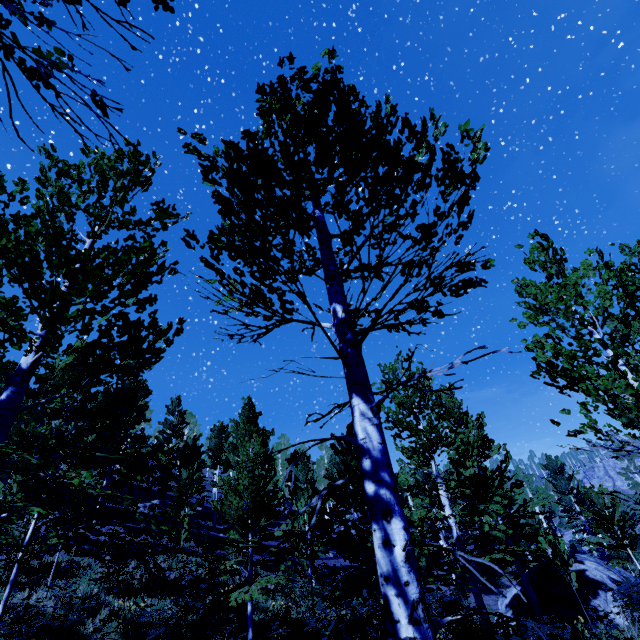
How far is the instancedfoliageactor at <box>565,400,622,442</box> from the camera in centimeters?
435cm

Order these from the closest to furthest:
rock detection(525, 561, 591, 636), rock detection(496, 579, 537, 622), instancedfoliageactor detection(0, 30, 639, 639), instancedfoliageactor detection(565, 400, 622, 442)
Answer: instancedfoliageactor detection(0, 30, 639, 639) → instancedfoliageactor detection(565, 400, 622, 442) → rock detection(525, 561, 591, 636) → rock detection(496, 579, 537, 622)

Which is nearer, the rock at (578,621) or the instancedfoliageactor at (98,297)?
the instancedfoliageactor at (98,297)

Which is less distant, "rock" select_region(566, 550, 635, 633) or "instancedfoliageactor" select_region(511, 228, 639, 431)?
"instancedfoliageactor" select_region(511, 228, 639, 431)

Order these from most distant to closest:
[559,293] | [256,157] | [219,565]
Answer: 1. [219,565]
2. [559,293]
3. [256,157]

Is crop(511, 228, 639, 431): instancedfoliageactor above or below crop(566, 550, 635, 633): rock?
above

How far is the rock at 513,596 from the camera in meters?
15.3
